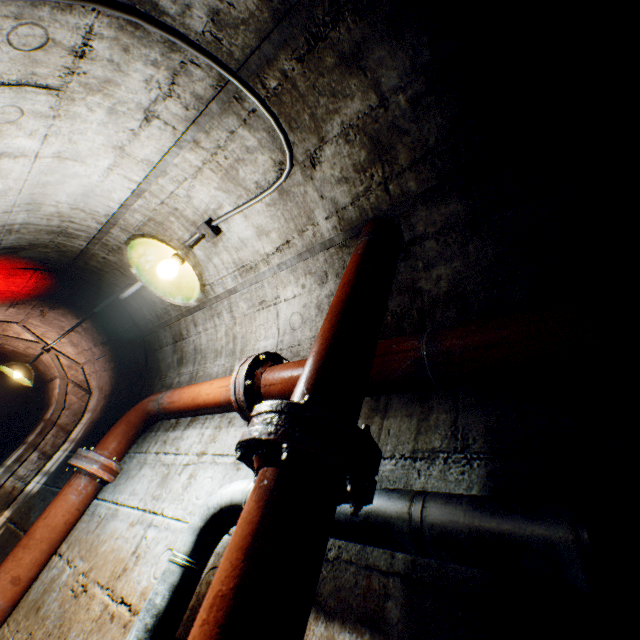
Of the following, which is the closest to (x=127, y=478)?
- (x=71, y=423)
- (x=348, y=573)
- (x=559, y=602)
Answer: (x=348, y=573)

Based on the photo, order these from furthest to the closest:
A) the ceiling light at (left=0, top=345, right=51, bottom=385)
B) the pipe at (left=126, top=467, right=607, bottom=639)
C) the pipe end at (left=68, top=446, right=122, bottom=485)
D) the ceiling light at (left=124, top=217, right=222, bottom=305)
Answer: the ceiling light at (left=0, top=345, right=51, bottom=385) → the pipe end at (left=68, top=446, right=122, bottom=485) → the ceiling light at (left=124, top=217, right=222, bottom=305) → the pipe at (left=126, top=467, right=607, bottom=639)

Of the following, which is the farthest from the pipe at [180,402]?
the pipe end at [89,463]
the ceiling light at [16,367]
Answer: the ceiling light at [16,367]

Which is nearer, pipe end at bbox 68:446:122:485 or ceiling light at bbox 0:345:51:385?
pipe end at bbox 68:446:122:485

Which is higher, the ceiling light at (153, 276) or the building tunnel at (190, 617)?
the ceiling light at (153, 276)

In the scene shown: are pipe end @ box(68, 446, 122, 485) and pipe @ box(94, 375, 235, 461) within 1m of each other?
yes

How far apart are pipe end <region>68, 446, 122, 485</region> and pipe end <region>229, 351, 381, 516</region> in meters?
1.9

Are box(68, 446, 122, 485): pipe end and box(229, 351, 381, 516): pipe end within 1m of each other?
no
